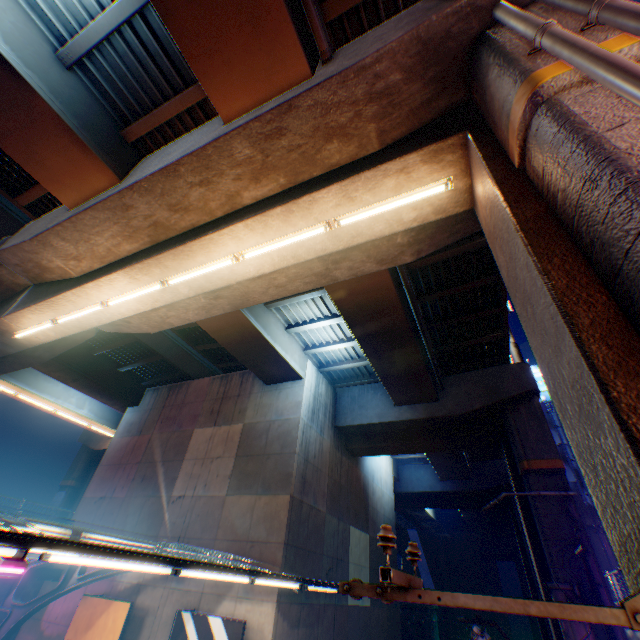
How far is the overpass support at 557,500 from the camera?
11.7m

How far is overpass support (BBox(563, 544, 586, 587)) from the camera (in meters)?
10.52

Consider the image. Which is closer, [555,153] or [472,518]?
[555,153]

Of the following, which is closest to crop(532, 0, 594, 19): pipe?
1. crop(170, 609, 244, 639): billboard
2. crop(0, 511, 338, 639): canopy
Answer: crop(0, 511, 338, 639): canopy

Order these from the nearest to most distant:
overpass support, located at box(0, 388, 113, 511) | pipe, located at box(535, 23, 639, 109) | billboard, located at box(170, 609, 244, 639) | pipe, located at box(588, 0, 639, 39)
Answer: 1. pipe, located at box(535, 23, 639, 109)
2. pipe, located at box(588, 0, 639, 39)
3. billboard, located at box(170, 609, 244, 639)
4. overpass support, located at box(0, 388, 113, 511)

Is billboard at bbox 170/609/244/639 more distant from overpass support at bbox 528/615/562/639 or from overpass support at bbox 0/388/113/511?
overpass support at bbox 0/388/113/511

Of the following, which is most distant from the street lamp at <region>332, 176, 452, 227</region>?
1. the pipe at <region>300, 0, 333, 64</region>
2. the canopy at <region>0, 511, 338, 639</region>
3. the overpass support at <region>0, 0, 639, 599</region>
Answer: the canopy at <region>0, 511, 338, 639</region>

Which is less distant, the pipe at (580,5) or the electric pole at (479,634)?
the pipe at (580,5)
